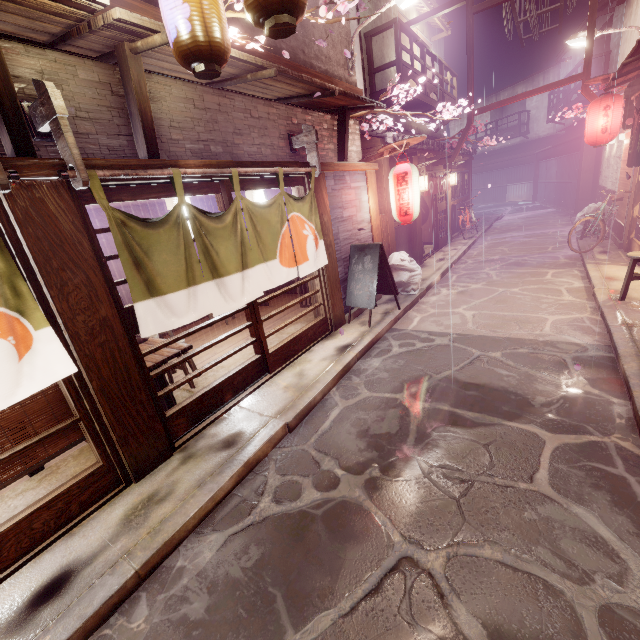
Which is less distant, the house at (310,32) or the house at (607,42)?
the house at (310,32)

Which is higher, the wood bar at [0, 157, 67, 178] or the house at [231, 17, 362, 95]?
the house at [231, 17, 362, 95]

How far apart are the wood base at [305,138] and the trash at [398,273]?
5.5m

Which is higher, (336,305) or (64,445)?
(64,445)

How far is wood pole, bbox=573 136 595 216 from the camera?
24.4m

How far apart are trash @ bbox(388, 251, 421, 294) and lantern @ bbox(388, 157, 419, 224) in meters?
1.5 m

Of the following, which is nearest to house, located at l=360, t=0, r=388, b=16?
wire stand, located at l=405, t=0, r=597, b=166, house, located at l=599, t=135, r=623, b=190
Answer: wire stand, located at l=405, t=0, r=597, b=166

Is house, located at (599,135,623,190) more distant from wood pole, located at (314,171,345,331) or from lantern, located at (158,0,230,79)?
lantern, located at (158,0,230,79)
